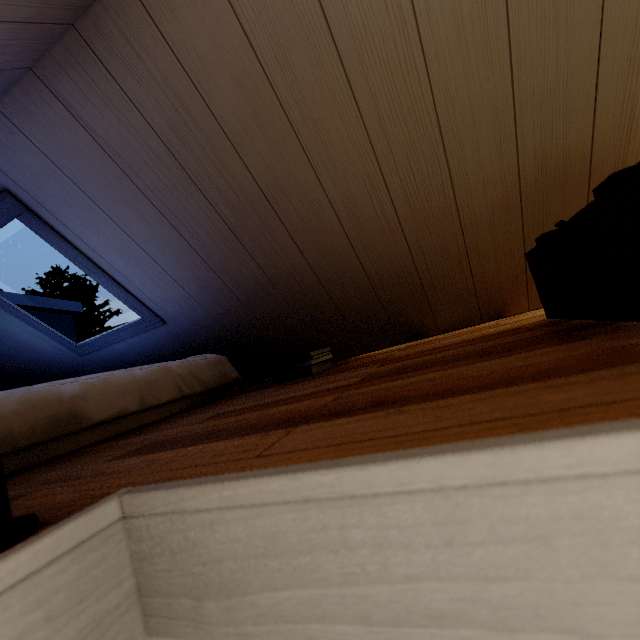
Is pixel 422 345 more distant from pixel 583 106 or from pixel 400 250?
pixel 583 106
